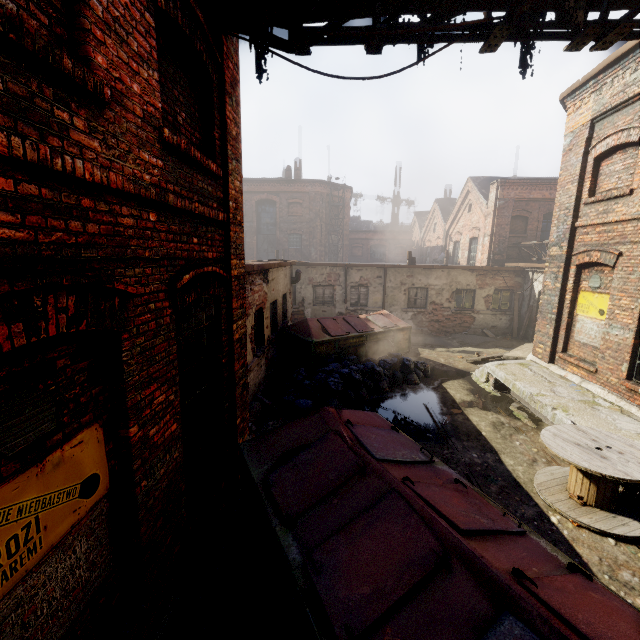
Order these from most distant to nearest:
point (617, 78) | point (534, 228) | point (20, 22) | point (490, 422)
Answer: point (534, 228), point (490, 422), point (617, 78), point (20, 22)

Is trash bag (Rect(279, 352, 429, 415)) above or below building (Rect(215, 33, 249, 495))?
below

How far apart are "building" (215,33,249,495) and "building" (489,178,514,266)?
17.0 meters

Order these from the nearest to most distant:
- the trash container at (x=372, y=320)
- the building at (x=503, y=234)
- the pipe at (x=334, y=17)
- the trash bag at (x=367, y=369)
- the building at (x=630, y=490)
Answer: the pipe at (x=334, y=17), the building at (x=630, y=490), the trash bag at (x=367, y=369), the trash container at (x=372, y=320), the building at (x=503, y=234)

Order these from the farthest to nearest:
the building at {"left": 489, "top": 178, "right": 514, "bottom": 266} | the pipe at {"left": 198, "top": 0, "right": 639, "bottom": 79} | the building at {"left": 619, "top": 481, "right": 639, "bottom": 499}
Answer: the building at {"left": 489, "top": 178, "right": 514, "bottom": 266} → the building at {"left": 619, "top": 481, "right": 639, "bottom": 499} → the pipe at {"left": 198, "top": 0, "right": 639, "bottom": 79}

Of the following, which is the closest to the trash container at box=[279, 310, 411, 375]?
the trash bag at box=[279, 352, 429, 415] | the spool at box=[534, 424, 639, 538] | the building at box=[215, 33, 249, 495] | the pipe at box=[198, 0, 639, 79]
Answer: the trash bag at box=[279, 352, 429, 415]

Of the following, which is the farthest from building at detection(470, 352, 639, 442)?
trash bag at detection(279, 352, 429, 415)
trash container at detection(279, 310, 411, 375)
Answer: trash container at detection(279, 310, 411, 375)

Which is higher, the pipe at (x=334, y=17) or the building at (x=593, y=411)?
the pipe at (x=334, y=17)
